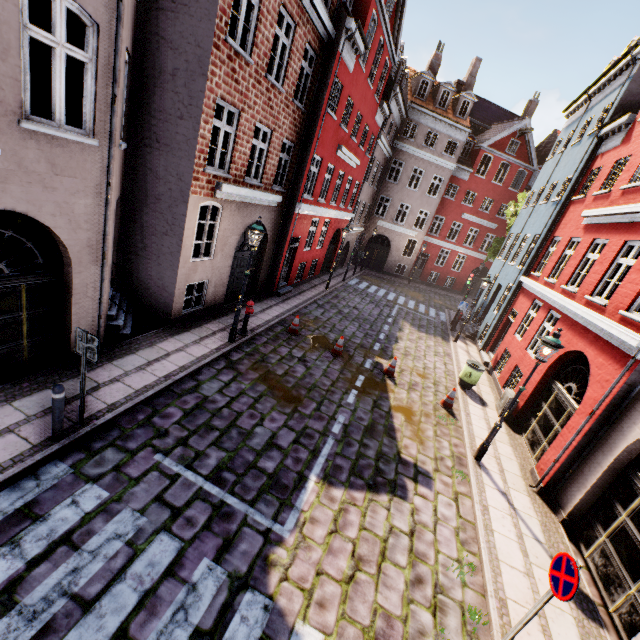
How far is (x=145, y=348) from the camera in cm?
860

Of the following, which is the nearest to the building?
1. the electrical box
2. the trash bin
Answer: the electrical box

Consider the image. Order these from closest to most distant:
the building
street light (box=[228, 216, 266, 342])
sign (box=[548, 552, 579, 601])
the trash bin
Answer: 1. sign (box=[548, 552, 579, 601])
2. the building
3. street light (box=[228, 216, 266, 342])
4. the trash bin

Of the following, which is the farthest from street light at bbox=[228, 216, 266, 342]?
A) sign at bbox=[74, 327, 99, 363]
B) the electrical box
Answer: the electrical box

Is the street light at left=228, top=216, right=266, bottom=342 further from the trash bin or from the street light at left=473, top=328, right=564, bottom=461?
the trash bin

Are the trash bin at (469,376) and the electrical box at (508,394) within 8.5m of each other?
yes

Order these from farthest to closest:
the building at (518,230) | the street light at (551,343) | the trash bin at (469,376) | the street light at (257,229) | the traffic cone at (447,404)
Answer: the trash bin at (469,376) → the traffic cone at (447,404) → the street light at (257,229) → the street light at (551,343) → the building at (518,230)

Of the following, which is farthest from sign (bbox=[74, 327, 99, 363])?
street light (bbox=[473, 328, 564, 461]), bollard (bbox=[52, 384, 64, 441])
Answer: street light (bbox=[473, 328, 564, 461])
